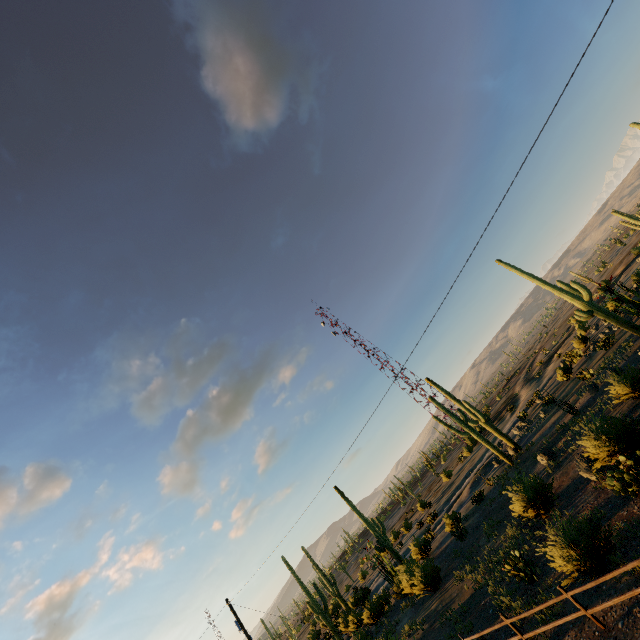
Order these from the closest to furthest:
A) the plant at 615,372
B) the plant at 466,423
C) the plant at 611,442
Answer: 1. the plant at 611,442
2. the plant at 615,372
3. the plant at 466,423

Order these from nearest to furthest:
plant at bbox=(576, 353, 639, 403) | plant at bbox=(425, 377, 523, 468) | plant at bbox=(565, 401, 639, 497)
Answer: plant at bbox=(565, 401, 639, 497)
plant at bbox=(576, 353, 639, 403)
plant at bbox=(425, 377, 523, 468)

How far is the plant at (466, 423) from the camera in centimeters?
2680cm

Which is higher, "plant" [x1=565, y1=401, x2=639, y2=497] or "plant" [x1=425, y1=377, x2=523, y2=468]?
"plant" [x1=425, y1=377, x2=523, y2=468]

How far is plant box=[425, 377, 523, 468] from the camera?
26.8m

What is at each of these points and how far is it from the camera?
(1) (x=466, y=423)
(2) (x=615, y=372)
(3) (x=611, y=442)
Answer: (1) plant, 28.1m
(2) plant, 20.3m
(3) plant, 12.0m

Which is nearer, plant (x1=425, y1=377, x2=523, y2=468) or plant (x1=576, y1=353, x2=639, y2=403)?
plant (x1=576, y1=353, x2=639, y2=403)
